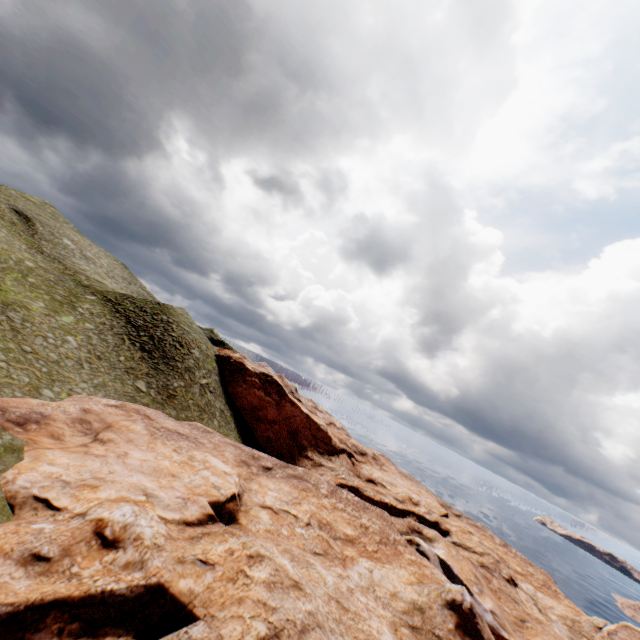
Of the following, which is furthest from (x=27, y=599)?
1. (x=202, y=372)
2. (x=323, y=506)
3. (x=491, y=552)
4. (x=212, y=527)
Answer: (x=491, y=552)
